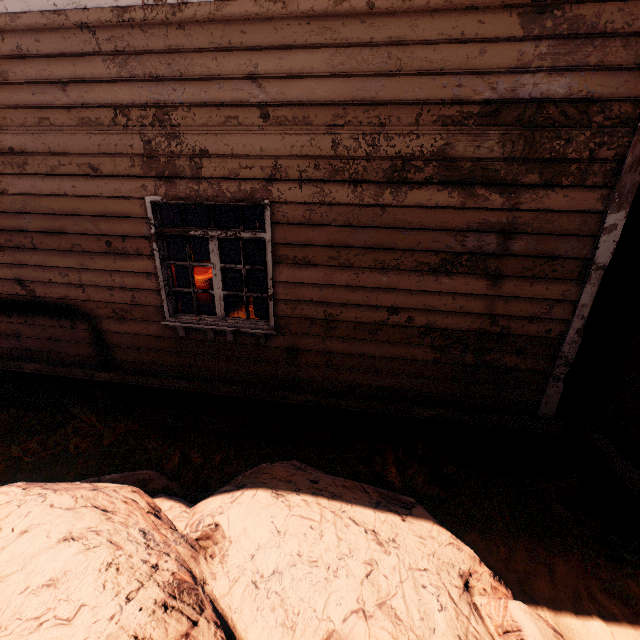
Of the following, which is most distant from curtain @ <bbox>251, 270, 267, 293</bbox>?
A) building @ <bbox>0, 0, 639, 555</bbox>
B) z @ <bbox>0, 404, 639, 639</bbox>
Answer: z @ <bbox>0, 404, 639, 639</bbox>

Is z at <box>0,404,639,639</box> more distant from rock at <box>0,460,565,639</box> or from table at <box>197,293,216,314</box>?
table at <box>197,293,216,314</box>

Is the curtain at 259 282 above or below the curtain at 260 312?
above

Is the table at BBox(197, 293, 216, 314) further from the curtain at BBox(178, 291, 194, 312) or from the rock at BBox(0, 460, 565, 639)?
the rock at BBox(0, 460, 565, 639)

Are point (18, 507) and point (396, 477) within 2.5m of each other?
no

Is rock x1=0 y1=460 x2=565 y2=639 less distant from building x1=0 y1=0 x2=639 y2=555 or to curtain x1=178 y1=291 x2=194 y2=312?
building x1=0 y1=0 x2=639 y2=555

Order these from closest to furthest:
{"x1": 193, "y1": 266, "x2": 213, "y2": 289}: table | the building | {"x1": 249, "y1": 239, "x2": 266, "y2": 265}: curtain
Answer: the building, {"x1": 249, "y1": 239, "x2": 266, "y2": 265}: curtain, {"x1": 193, "y1": 266, "x2": 213, "y2": 289}: table

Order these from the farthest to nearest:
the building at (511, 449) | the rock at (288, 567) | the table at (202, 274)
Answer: the table at (202, 274) → the building at (511, 449) → the rock at (288, 567)
